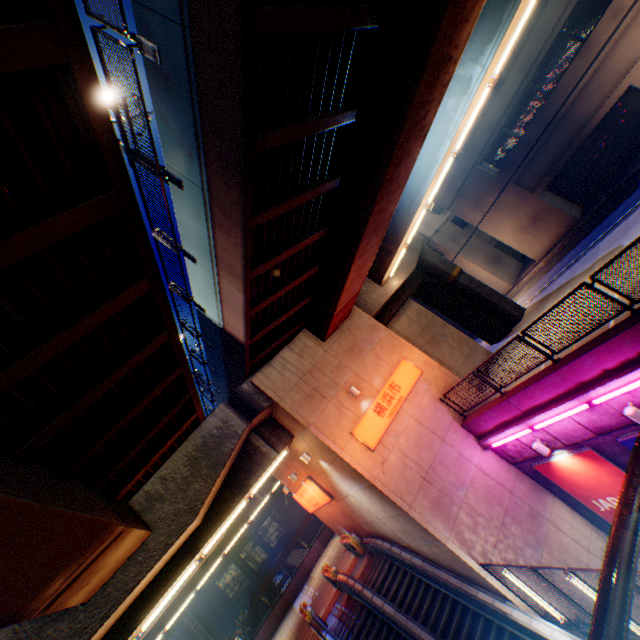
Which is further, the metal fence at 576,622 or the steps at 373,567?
the steps at 373,567

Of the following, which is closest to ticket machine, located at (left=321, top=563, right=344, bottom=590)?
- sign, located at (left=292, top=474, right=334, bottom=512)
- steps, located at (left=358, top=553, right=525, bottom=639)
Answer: steps, located at (left=358, top=553, right=525, bottom=639)

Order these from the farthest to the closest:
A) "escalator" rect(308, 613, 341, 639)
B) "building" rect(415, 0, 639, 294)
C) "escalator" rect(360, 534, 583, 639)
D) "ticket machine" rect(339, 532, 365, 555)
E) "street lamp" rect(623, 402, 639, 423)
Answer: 1. "building" rect(415, 0, 639, 294)
2. "ticket machine" rect(339, 532, 365, 555)
3. "escalator" rect(308, 613, 341, 639)
4. "escalator" rect(360, 534, 583, 639)
5. "street lamp" rect(623, 402, 639, 423)

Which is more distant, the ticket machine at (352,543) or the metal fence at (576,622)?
the ticket machine at (352,543)

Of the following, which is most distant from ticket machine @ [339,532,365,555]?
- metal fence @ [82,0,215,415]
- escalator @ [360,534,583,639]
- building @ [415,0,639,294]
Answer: building @ [415,0,639,294]

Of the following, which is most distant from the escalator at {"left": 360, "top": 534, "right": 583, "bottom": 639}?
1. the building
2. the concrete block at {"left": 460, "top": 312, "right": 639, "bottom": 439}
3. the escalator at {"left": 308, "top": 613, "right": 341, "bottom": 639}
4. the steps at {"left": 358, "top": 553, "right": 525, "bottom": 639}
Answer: the building

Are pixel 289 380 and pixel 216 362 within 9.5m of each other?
yes

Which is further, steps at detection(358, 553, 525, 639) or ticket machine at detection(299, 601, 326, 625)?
ticket machine at detection(299, 601, 326, 625)
